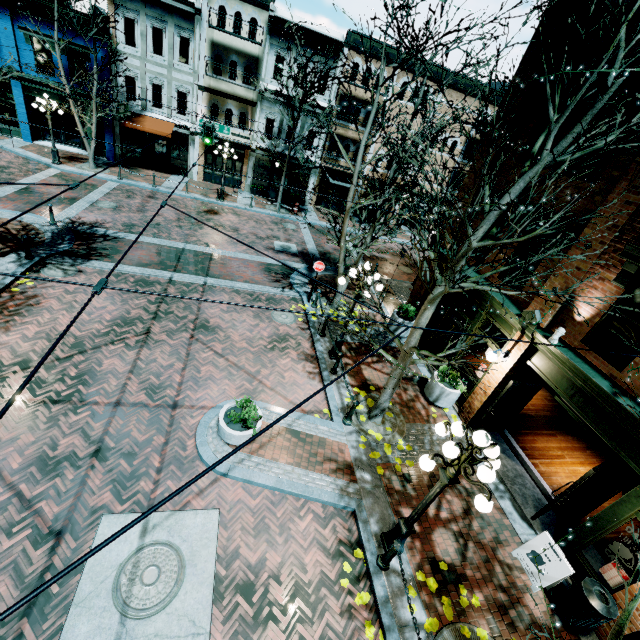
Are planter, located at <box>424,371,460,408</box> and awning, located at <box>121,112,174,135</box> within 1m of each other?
no

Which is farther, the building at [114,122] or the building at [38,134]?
the building at [114,122]

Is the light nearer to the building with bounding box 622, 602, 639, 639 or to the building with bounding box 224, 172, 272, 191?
the building with bounding box 622, 602, 639, 639

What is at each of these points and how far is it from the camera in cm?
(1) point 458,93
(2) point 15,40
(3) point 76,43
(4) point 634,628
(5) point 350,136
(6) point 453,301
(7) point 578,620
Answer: (1) building, 2498
(2) building, 1920
(3) building, 1962
(4) building, 577
(5) building, 2544
(6) building, 1154
(7) garbage, 616

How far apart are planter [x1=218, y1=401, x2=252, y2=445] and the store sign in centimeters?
763cm

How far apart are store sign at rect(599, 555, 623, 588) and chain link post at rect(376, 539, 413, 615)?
4.31m

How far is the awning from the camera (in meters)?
21.25

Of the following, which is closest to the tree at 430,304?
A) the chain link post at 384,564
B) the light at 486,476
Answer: the light at 486,476
